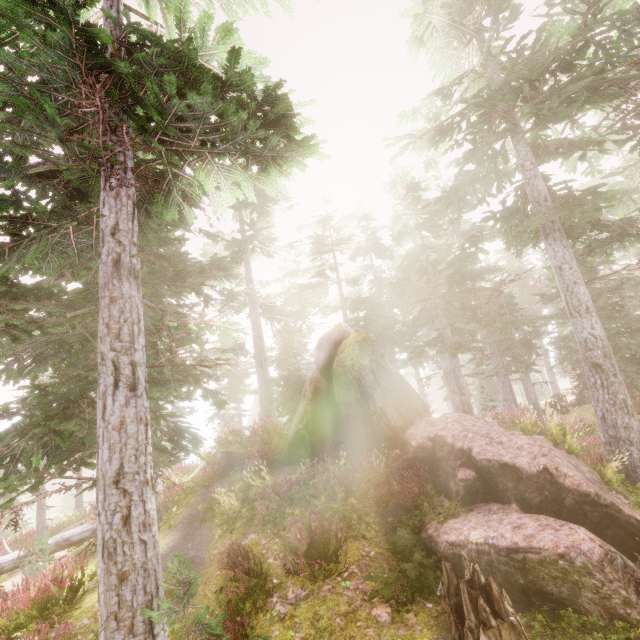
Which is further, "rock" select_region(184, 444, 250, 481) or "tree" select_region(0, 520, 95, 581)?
"rock" select_region(184, 444, 250, 481)

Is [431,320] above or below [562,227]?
above

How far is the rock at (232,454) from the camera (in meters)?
14.37

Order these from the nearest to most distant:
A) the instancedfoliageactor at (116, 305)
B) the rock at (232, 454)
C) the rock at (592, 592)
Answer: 1. the instancedfoliageactor at (116, 305)
2. the rock at (592, 592)
3. the rock at (232, 454)

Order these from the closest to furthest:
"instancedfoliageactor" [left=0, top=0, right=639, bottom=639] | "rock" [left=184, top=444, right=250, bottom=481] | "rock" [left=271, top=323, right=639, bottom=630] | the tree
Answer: "instancedfoliageactor" [left=0, top=0, right=639, bottom=639]
"rock" [left=271, top=323, right=639, bottom=630]
the tree
"rock" [left=184, top=444, right=250, bottom=481]

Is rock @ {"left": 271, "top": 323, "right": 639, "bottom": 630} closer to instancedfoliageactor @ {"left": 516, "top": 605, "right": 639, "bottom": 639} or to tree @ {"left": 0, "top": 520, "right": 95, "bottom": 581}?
instancedfoliageactor @ {"left": 516, "top": 605, "right": 639, "bottom": 639}

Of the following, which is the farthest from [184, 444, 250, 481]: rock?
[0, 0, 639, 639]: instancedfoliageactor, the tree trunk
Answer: the tree trunk
